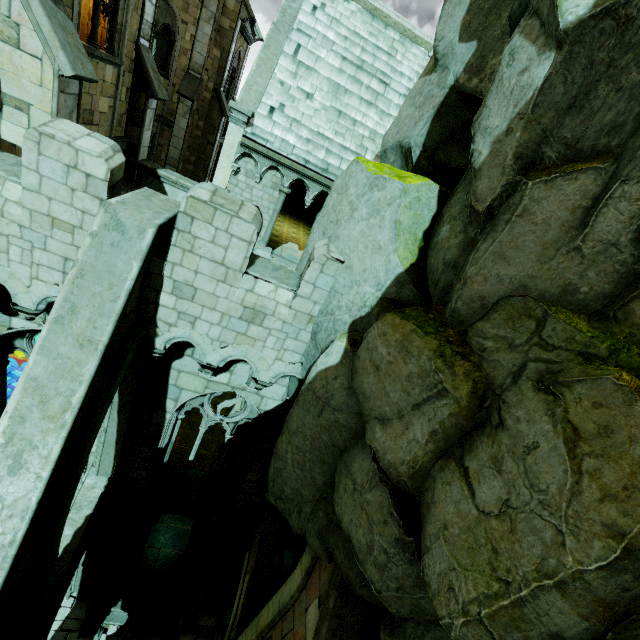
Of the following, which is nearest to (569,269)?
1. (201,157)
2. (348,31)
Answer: (348,31)

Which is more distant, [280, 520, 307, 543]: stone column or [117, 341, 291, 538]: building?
[280, 520, 307, 543]: stone column

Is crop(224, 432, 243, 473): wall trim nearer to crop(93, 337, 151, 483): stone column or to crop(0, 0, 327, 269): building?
crop(0, 0, 327, 269): building

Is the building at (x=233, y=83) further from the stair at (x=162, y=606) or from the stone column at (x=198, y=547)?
the stair at (x=162, y=606)

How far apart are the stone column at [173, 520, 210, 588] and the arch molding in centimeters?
1313cm

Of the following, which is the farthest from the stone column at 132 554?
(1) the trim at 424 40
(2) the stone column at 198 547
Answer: (1) the trim at 424 40

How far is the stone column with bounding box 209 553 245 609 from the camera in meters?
13.1

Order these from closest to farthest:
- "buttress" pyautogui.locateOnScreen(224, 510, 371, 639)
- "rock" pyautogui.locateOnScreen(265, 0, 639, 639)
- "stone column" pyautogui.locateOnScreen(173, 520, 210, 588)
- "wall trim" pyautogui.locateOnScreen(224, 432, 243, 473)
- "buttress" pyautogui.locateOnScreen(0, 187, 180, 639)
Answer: "rock" pyautogui.locateOnScreen(265, 0, 639, 639)
"buttress" pyautogui.locateOnScreen(0, 187, 180, 639)
"buttress" pyautogui.locateOnScreen(224, 510, 371, 639)
"stone column" pyautogui.locateOnScreen(173, 520, 210, 588)
"wall trim" pyautogui.locateOnScreen(224, 432, 243, 473)
